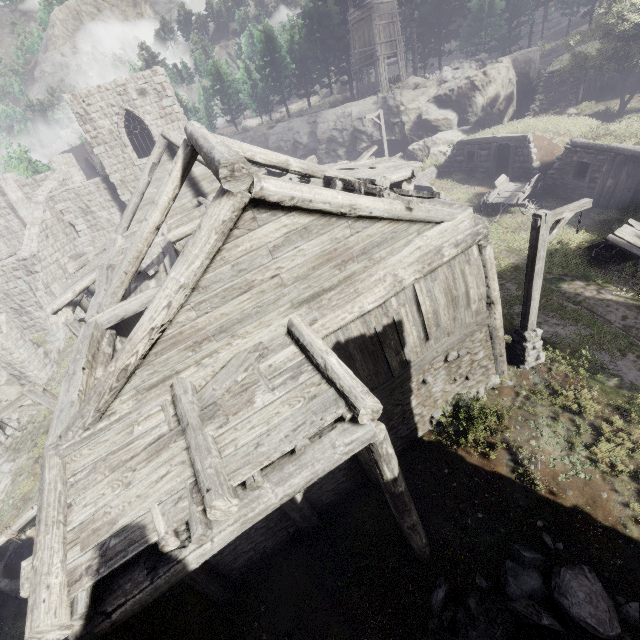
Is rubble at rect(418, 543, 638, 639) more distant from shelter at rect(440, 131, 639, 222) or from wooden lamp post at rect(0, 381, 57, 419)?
wooden lamp post at rect(0, 381, 57, 419)

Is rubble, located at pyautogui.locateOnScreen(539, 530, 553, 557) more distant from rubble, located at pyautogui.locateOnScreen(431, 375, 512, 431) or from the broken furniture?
the broken furniture

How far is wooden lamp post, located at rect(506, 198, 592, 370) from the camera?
7.9 meters

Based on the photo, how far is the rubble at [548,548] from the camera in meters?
6.7 m

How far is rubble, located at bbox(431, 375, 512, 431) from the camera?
8.88m

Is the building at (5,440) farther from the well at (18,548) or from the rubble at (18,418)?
the well at (18,548)

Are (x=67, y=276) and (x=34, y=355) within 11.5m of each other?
yes

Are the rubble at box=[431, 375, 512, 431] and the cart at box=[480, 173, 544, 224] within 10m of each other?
no
